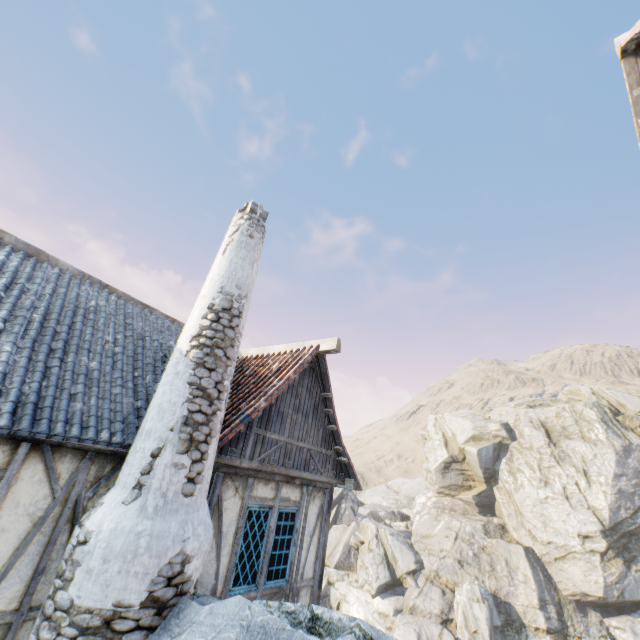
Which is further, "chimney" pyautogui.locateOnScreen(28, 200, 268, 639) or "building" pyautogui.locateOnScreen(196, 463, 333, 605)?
"building" pyautogui.locateOnScreen(196, 463, 333, 605)

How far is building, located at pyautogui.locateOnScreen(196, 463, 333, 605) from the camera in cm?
538

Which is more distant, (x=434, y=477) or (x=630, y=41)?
(x=434, y=477)

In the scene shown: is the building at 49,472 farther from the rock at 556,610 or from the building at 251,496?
the building at 251,496

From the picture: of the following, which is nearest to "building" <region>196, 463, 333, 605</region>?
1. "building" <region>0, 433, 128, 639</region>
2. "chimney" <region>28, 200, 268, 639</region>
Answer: "chimney" <region>28, 200, 268, 639</region>

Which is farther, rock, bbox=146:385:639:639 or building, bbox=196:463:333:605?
building, bbox=196:463:333:605

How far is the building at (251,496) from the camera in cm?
538

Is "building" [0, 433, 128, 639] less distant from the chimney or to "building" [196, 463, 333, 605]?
the chimney
